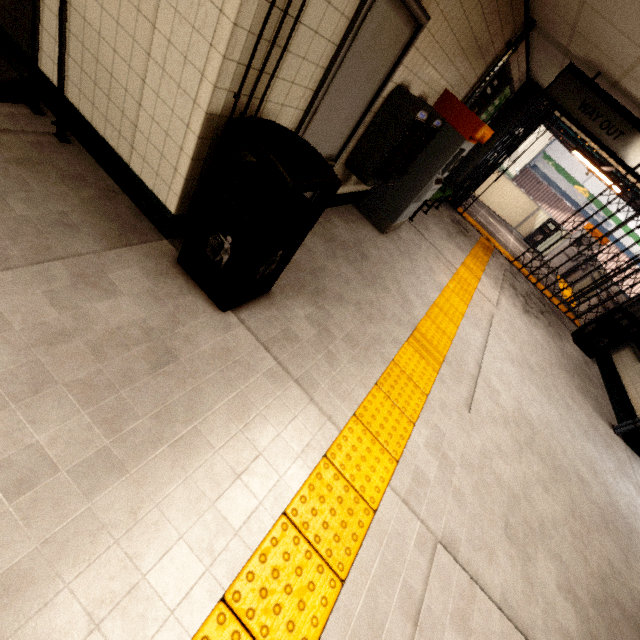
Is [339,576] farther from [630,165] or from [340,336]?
[630,165]

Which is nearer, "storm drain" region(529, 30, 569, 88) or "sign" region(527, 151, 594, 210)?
"storm drain" region(529, 30, 569, 88)

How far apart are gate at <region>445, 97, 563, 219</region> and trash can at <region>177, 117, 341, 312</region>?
8.36m

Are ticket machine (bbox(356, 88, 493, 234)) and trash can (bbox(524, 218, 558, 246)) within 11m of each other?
yes

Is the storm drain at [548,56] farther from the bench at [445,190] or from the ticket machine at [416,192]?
the bench at [445,190]

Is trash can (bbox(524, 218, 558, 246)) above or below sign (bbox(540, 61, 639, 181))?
below

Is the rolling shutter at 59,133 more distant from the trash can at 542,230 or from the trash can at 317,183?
the trash can at 542,230

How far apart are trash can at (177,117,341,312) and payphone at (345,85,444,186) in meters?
1.5 m
